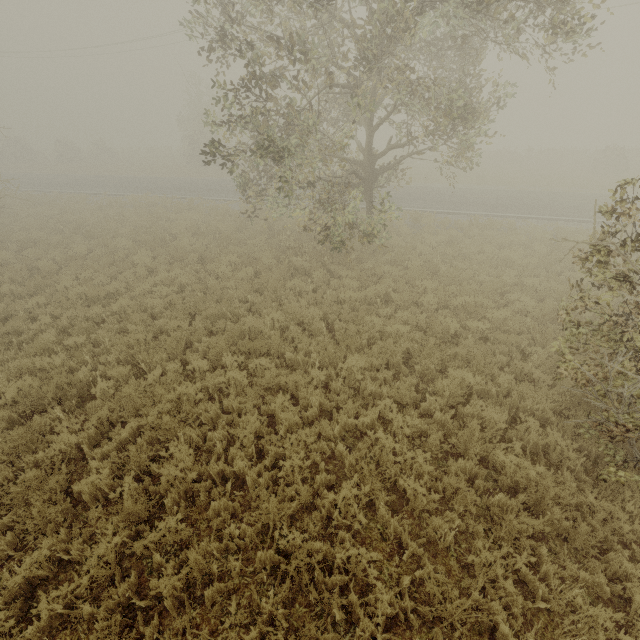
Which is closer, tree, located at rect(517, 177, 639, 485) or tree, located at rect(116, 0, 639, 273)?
tree, located at rect(517, 177, 639, 485)

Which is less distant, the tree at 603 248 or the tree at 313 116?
the tree at 603 248

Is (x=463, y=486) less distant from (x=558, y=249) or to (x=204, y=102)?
(x=558, y=249)
